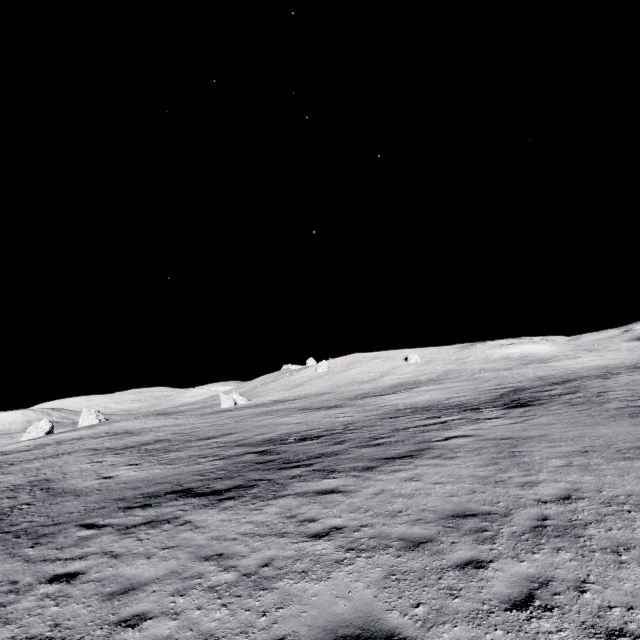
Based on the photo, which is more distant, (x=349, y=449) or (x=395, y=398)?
(x=395, y=398)
